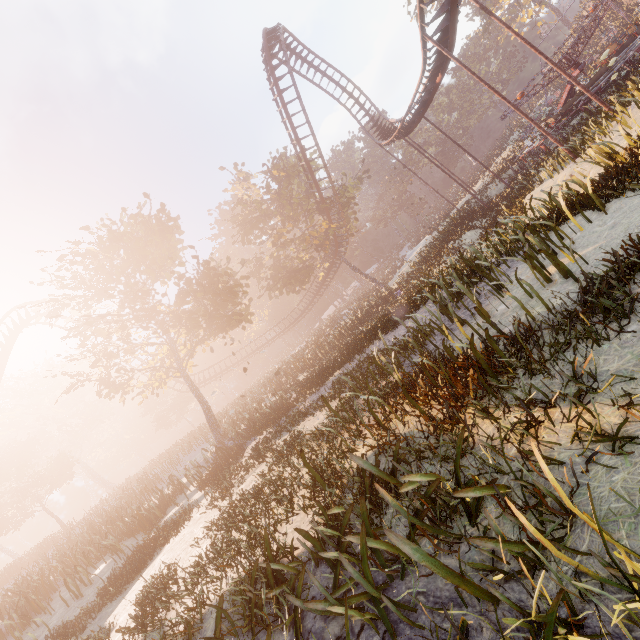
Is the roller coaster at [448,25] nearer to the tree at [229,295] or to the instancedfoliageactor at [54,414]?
the tree at [229,295]

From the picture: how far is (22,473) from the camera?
34.8m

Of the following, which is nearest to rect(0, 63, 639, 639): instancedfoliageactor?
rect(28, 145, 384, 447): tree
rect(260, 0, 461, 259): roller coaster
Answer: rect(260, 0, 461, 259): roller coaster

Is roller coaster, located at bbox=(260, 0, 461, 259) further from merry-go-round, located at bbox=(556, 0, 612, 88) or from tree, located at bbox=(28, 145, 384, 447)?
merry-go-round, located at bbox=(556, 0, 612, 88)

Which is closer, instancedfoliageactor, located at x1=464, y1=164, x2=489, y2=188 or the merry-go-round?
the merry-go-round

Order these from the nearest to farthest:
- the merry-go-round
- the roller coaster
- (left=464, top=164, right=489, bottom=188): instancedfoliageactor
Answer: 1. the roller coaster
2. the merry-go-round
3. (left=464, top=164, right=489, bottom=188): instancedfoliageactor

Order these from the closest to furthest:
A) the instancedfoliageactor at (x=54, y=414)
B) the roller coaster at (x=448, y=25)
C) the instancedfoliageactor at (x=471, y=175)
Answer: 1. the instancedfoliageactor at (x=54, y=414)
2. the roller coaster at (x=448, y=25)
3. the instancedfoliageactor at (x=471, y=175)

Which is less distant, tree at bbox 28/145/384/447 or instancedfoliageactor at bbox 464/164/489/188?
tree at bbox 28/145/384/447
